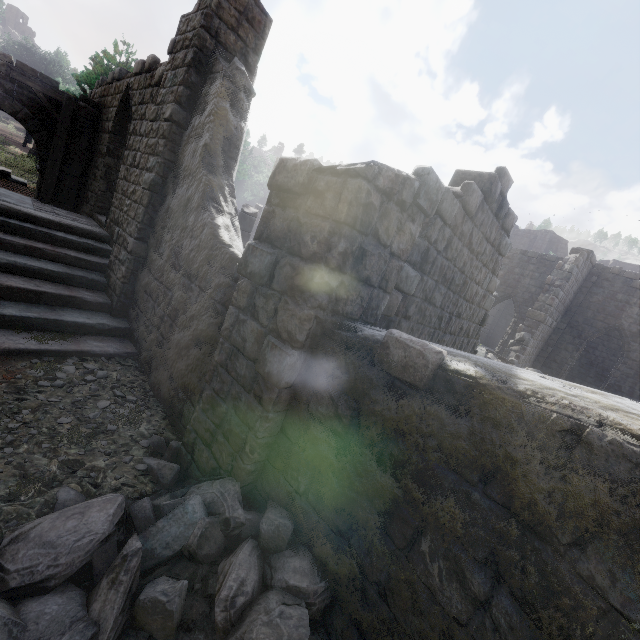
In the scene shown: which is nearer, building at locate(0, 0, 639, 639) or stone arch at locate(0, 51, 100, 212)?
building at locate(0, 0, 639, 639)

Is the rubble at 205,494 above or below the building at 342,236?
below

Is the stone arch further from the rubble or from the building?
the rubble

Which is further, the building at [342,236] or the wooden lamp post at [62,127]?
the wooden lamp post at [62,127]

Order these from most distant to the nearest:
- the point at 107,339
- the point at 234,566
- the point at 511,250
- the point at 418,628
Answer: the point at 511,250
the point at 107,339
the point at 234,566
the point at 418,628

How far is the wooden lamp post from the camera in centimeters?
979cm

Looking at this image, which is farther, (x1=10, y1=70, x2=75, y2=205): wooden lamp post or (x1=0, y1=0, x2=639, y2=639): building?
(x1=10, y1=70, x2=75, y2=205): wooden lamp post

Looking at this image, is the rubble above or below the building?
below
